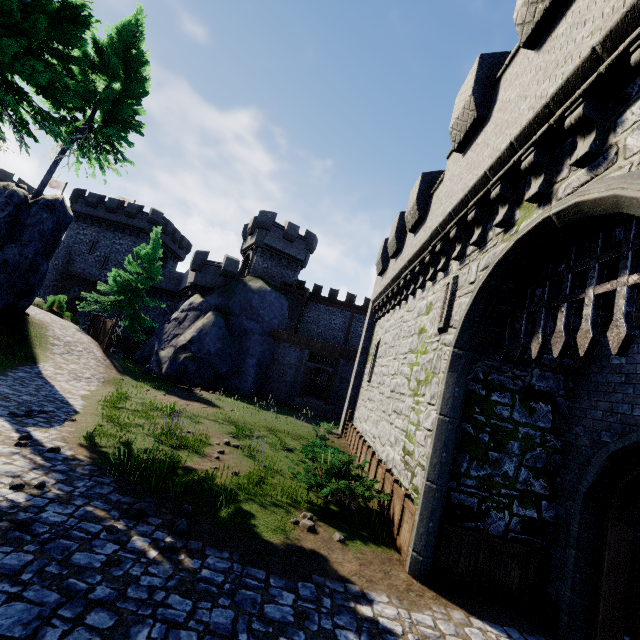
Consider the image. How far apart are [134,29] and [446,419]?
25.8m

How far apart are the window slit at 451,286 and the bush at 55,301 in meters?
30.1 m

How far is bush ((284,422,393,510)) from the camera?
7.99m

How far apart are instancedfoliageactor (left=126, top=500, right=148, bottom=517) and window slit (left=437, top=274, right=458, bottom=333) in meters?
7.5

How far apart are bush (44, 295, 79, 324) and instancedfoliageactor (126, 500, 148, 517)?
27.2m

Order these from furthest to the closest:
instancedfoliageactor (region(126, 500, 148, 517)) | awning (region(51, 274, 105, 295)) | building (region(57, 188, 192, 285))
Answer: building (region(57, 188, 192, 285)) < awning (region(51, 274, 105, 295)) < instancedfoliageactor (region(126, 500, 148, 517))

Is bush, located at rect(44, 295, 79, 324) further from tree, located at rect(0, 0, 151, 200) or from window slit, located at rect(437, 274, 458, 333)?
window slit, located at rect(437, 274, 458, 333)

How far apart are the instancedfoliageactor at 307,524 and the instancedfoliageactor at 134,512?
2.9m
